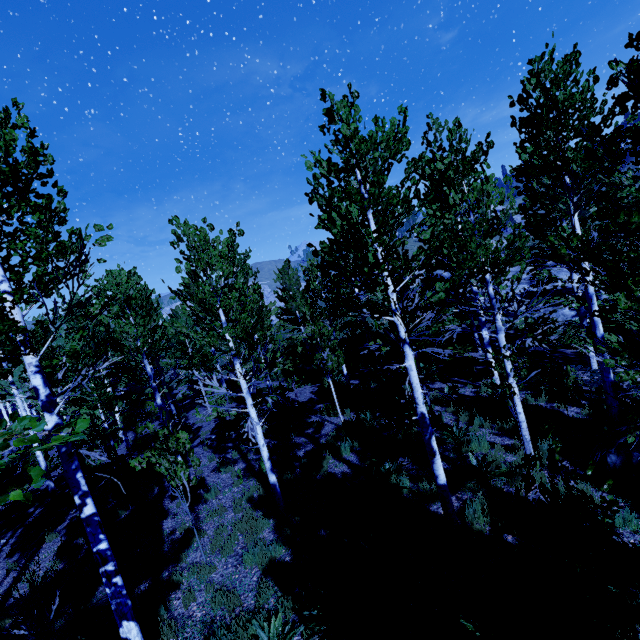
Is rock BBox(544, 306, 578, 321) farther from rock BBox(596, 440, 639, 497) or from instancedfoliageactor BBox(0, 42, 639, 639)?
rock BBox(596, 440, 639, 497)

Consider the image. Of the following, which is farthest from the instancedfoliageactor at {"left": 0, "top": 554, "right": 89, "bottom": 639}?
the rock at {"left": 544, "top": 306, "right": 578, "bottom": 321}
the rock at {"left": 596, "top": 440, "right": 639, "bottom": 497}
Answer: the rock at {"left": 544, "top": 306, "right": 578, "bottom": 321}

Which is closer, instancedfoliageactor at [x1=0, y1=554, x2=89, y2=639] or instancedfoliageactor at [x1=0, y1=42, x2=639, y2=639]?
instancedfoliageactor at [x1=0, y1=42, x2=639, y2=639]

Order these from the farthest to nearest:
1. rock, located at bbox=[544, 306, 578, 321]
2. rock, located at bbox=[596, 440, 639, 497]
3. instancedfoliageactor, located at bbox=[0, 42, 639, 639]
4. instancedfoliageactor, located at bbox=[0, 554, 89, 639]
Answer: rock, located at bbox=[544, 306, 578, 321]
rock, located at bbox=[596, 440, 639, 497]
instancedfoliageactor, located at bbox=[0, 554, 89, 639]
instancedfoliageactor, located at bbox=[0, 42, 639, 639]

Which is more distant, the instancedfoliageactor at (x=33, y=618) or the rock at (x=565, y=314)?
the rock at (x=565, y=314)

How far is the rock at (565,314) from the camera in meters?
17.2

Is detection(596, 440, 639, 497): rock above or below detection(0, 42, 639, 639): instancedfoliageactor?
below

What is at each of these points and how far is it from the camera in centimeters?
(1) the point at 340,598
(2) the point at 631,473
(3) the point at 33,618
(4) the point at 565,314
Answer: (1) instancedfoliageactor, 501cm
(2) rock, 621cm
(3) instancedfoliageactor, 578cm
(4) rock, 1752cm
